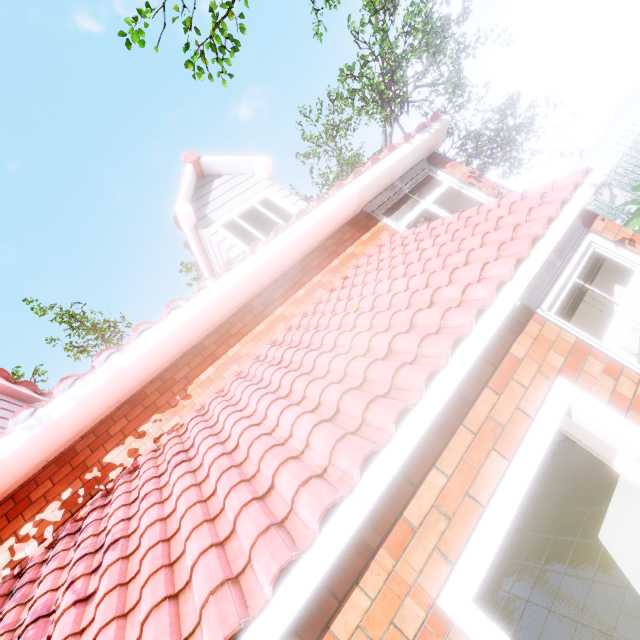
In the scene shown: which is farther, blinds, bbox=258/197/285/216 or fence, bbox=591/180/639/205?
fence, bbox=591/180/639/205

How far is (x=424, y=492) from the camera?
2.0 meters

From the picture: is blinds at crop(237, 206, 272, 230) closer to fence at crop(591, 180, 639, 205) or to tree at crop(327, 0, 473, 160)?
tree at crop(327, 0, 473, 160)

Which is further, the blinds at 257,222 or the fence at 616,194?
the fence at 616,194

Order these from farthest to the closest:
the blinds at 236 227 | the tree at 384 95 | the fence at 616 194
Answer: the fence at 616 194 → the tree at 384 95 → the blinds at 236 227

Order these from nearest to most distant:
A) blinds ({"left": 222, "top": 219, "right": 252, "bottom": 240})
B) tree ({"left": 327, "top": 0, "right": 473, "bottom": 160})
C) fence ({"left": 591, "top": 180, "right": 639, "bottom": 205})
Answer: blinds ({"left": 222, "top": 219, "right": 252, "bottom": 240}), tree ({"left": 327, "top": 0, "right": 473, "bottom": 160}), fence ({"left": 591, "top": 180, "right": 639, "bottom": 205})

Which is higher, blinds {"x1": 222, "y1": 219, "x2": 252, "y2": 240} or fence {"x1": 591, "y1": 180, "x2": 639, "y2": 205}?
blinds {"x1": 222, "y1": 219, "x2": 252, "y2": 240}
